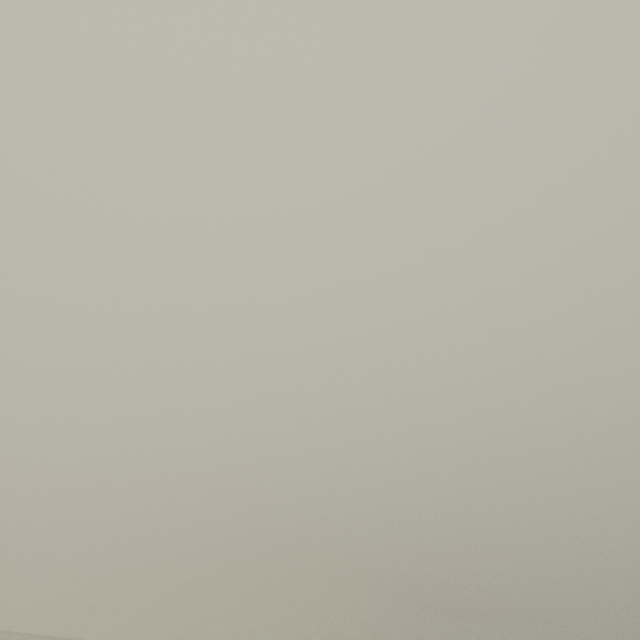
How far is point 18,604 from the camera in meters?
33.8
